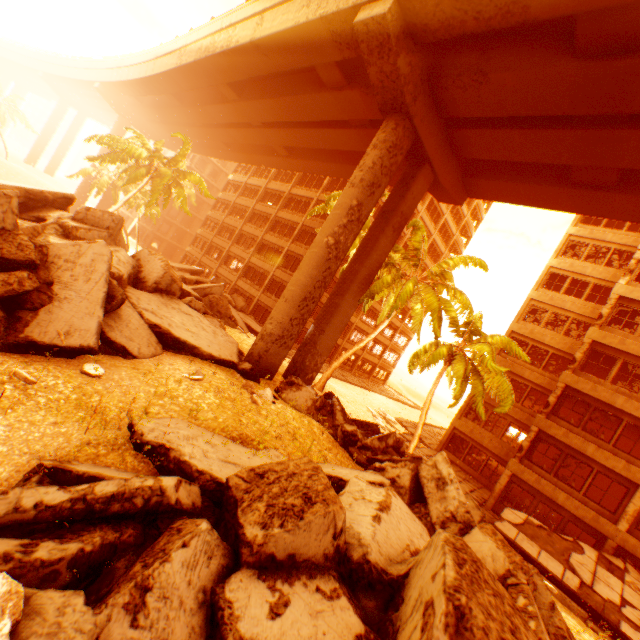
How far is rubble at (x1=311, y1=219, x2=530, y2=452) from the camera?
14.17m

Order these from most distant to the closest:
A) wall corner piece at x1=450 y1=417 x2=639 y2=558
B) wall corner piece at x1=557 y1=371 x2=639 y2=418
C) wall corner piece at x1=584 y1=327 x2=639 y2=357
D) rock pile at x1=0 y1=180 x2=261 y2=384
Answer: wall corner piece at x1=584 y1=327 x2=639 y2=357
wall corner piece at x1=557 y1=371 x2=639 y2=418
wall corner piece at x1=450 y1=417 x2=639 y2=558
rock pile at x1=0 y1=180 x2=261 y2=384

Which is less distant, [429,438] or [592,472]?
[592,472]

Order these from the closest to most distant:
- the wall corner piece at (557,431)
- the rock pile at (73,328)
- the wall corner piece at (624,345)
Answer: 1. the rock pile at (73,328)
2. the wall corner piece at (557,431)
3. the wall corner piece at (624,345)

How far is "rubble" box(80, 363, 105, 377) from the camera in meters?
7.3

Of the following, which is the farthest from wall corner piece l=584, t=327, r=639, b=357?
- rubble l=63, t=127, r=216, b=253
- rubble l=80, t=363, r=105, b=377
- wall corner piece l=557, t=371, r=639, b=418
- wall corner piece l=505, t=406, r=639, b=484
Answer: rubble l=80, t=363, r=105, b=377

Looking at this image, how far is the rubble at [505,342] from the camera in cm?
1417

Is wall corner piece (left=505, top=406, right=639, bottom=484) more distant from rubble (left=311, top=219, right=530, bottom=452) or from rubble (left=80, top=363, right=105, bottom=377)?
rubble (left=80, top=363, right=105, bottom=377)
